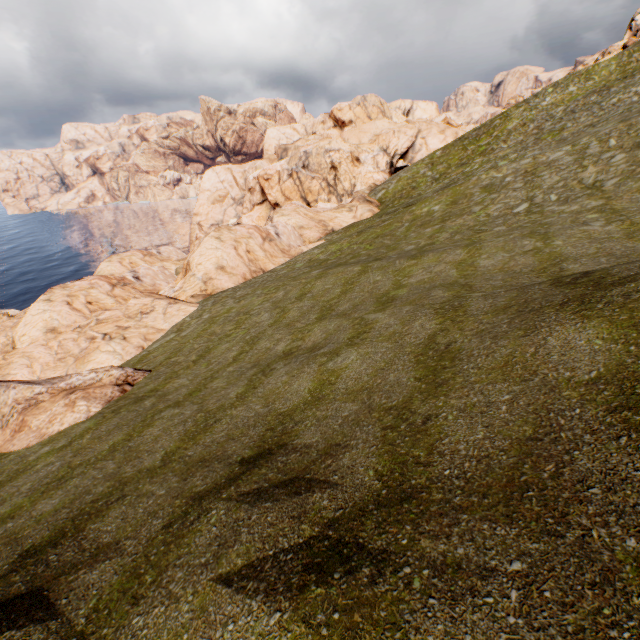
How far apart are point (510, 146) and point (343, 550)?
58.41m
